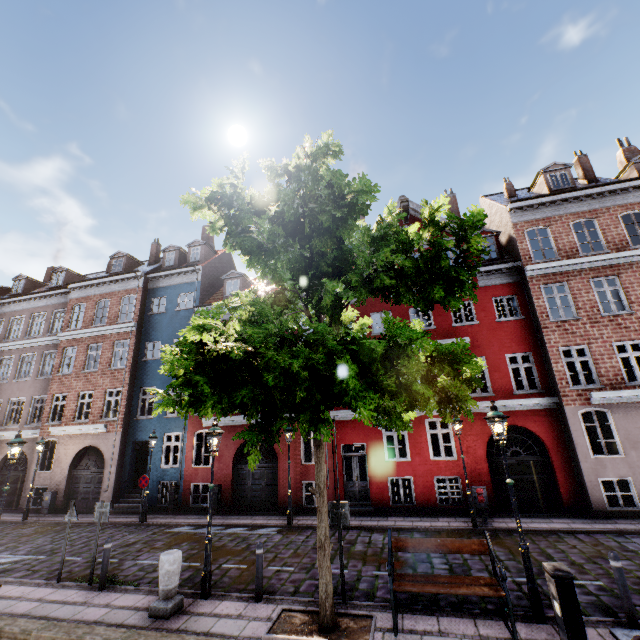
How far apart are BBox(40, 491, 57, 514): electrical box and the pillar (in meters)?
15.40

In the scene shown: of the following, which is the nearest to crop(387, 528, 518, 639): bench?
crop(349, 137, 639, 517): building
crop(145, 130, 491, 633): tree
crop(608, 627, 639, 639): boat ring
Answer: crop(145, 130, 491, 633): tree

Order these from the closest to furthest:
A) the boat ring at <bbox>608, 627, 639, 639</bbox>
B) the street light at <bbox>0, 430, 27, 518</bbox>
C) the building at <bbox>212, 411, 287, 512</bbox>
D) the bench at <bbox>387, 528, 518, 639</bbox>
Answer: the boat ring at <bbox>608, 627, 639, 639</bbox>
the bench at <bbox>387, 528, 518, 639</bbox>
the street light at <bbox>0, 430, 27, 518</bbox>
the building at <bbox>212, 411, 287, 512</bbox>

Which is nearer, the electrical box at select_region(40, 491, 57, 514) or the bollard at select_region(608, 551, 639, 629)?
the bollard at select_region(608, 551, 639, 629)

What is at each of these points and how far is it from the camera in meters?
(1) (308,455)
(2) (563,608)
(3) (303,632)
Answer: (1) building, 21.8
(2) electrical box, 4.9
(3) tree planter, 6.0

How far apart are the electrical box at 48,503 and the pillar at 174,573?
15.4 meters

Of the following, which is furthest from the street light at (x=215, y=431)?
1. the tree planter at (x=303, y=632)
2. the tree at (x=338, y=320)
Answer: the tree planter at (x=303, y=632)

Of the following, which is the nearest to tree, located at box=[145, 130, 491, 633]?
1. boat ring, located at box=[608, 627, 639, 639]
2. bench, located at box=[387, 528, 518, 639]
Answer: bench, located at box=[387, 528, 518, 639]
